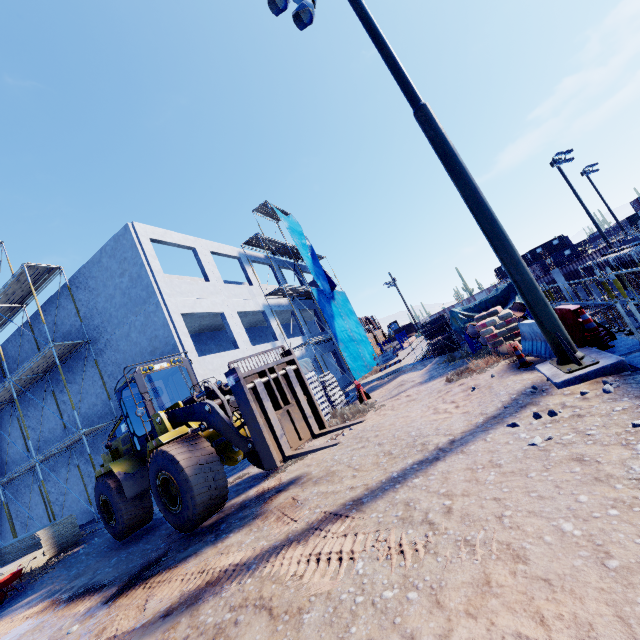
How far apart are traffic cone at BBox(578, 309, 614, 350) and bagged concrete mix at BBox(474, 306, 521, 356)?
2.6 meters

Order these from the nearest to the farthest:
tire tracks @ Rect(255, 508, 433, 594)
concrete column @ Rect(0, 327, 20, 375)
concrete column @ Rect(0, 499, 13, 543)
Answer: tire tracks @ Rect(255, 508, 433, 594)
concrete column @ Rect(0, 327, 20, 375)
concrete column @ Rect(0, 499, 13, 543)

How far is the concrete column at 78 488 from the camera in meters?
16.8

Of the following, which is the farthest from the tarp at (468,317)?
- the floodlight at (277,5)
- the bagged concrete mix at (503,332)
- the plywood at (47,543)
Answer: the plywood at (47,543)

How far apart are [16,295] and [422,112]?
20.3m

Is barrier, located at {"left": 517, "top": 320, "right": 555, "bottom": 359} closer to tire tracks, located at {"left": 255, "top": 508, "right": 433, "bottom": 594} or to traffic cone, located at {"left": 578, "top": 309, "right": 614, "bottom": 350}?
traffic cone, located at {"left": 578, "top": 309, "right": 614, "bottom": 350}

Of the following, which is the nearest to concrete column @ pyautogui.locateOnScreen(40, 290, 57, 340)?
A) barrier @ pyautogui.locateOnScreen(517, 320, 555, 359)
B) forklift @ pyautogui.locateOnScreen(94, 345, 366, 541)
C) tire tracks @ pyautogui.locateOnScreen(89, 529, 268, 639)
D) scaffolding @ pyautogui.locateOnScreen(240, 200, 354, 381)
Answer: scaffolding @ pyautogui.locateOnScreen(240, 200, 354, 381)

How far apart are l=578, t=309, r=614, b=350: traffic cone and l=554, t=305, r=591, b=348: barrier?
0.08m
